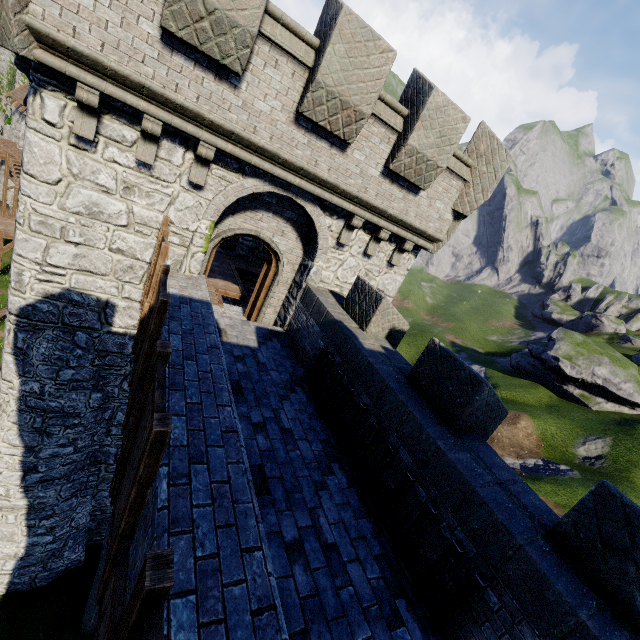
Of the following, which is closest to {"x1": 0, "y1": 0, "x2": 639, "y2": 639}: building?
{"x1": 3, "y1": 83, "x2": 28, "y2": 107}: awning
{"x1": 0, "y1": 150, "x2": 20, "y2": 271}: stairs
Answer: {"x1": 0, "y1": 150, "x2": 20, "y2": 271}: stairs

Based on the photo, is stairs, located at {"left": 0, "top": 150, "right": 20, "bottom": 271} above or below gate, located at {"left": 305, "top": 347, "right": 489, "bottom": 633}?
below

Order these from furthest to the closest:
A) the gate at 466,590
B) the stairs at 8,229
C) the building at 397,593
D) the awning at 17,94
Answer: the awning at 17,94, the stairs at 8,229, the gate at 466,590, the building at 397,593

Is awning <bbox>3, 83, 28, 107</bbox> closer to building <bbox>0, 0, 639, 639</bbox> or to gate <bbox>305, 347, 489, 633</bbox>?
building <bbox>0, 0, 639, 639</bbox>

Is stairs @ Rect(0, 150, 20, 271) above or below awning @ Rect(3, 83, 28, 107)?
below

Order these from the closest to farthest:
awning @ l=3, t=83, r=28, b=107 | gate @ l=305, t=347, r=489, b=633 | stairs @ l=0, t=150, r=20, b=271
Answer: gate @ l=305, t=347, r=489, b=633 < stairs @ l=0, t=150, r=20, b=271 < awning @ l=3, t=83, r=28, b=107

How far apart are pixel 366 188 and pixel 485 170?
3.60m

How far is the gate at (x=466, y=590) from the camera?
3.9m
